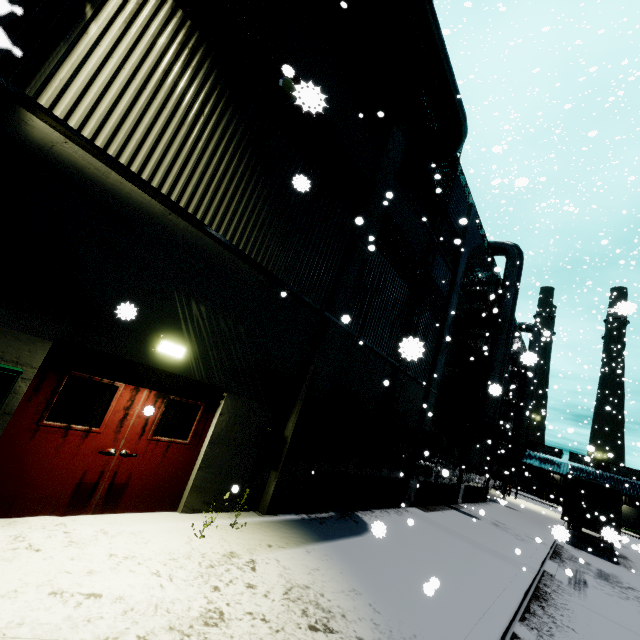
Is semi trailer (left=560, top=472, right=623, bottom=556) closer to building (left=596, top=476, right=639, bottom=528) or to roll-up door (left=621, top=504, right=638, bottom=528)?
building (left=596, top=476, right=639, bottom=528)

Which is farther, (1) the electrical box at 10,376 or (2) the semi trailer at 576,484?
(2) the semi trailer at 576,484

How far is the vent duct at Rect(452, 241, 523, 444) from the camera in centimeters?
1695cm

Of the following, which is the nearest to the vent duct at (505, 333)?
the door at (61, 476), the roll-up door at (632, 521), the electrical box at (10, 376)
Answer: the electrical box at (10, 376)

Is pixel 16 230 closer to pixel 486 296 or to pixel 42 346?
pixel 42 346

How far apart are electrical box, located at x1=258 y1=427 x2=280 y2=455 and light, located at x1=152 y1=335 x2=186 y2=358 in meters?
A: 2.8 m

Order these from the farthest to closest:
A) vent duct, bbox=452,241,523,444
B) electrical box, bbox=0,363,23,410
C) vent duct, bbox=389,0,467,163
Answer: vent duct, bbox=452,241,523,444 → vent duct, bbox=389,0,467,163 → electrical box, bbox=0,363,23,410

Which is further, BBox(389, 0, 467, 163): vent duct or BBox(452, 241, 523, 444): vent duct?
BBox(452, 241, 523, 444): vent duct
